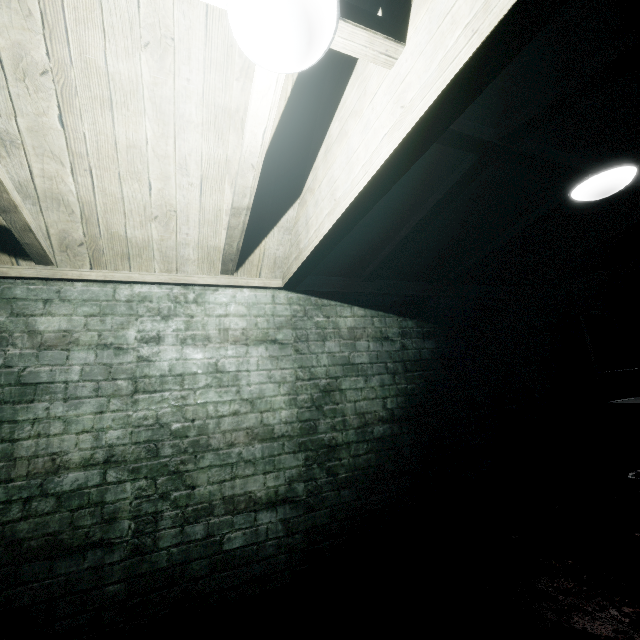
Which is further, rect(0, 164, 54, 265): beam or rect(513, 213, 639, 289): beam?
rect(513, 213, 639, 289): beam

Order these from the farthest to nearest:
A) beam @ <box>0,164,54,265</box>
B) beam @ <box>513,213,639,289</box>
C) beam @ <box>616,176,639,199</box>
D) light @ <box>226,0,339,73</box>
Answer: beam @ <box>513,213,639,289</box>, beam @ <box>616,176,639,199</box>, beam @ <box>0,164,54,265</box>, light @ <box>226,0,339,73</box>

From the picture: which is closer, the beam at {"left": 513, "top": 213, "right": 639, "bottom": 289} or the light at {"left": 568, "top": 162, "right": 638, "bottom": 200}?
the light at {"left": 568, "top": 162, "right": 638, "bottom": 200}

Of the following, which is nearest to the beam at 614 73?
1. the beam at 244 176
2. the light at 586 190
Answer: the light at 586 190

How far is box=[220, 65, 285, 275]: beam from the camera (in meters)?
1.19

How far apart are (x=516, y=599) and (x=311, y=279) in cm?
235

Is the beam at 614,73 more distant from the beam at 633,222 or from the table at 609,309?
the table at 609,309

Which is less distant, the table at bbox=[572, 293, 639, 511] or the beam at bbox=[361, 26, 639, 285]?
the beam at bbox=[361, 26, 639, 285]
